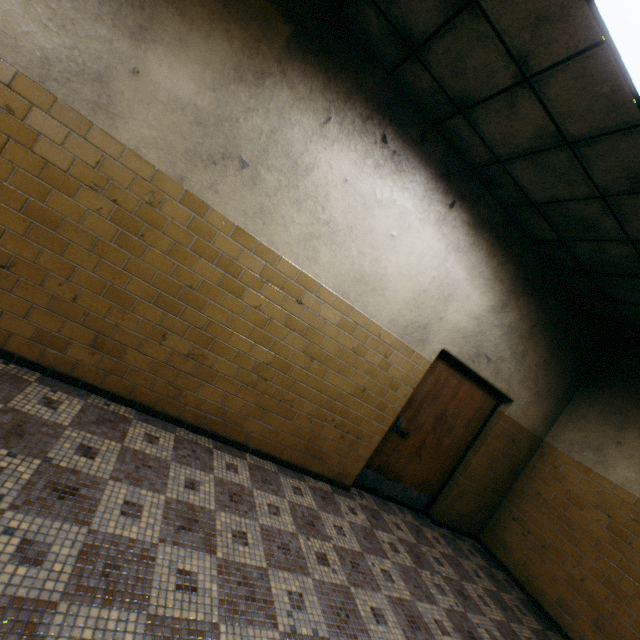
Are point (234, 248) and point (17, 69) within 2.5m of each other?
yes

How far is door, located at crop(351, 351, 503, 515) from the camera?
4.4m

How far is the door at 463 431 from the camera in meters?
4.4

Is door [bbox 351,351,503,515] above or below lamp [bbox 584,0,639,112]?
below

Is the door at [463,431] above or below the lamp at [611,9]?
below

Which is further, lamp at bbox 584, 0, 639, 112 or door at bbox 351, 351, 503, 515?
door at bbox 351, 351, 503, 515
